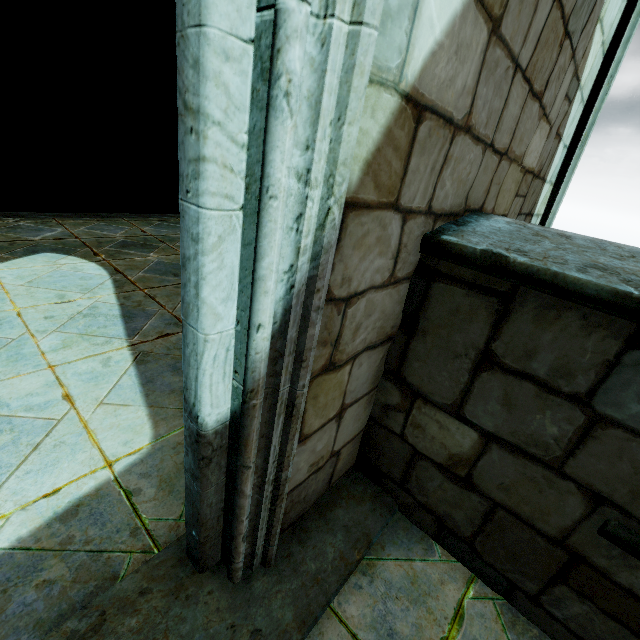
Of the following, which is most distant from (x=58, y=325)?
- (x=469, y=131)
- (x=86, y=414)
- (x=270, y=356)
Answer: (x=469, y=131)
